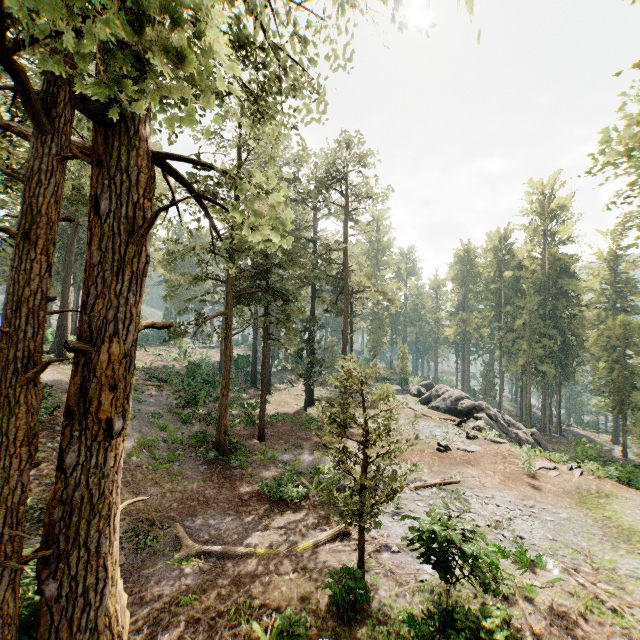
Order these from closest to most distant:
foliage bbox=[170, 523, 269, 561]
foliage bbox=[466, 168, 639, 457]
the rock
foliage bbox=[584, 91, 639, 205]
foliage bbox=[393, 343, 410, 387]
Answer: foliage bbox=[584, 91, 639, 205] → foliage bbox=[170, 523, 269, 561] → the rock → foliage bbox=[466, 168, 639, 457] → foliage bbox=[393, 343, 410, 387]

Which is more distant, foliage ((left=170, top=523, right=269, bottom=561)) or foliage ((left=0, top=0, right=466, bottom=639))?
foliage ((left=170, top=523, right=269, bottom=561))

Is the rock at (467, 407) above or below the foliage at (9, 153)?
below

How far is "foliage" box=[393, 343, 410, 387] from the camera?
50.6m

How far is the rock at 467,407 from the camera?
29.1m

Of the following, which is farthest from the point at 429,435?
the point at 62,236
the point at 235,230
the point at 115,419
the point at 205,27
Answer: the point at 62,236

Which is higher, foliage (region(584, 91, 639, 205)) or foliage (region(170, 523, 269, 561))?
foliage (region(584, 91, 639, 205))
